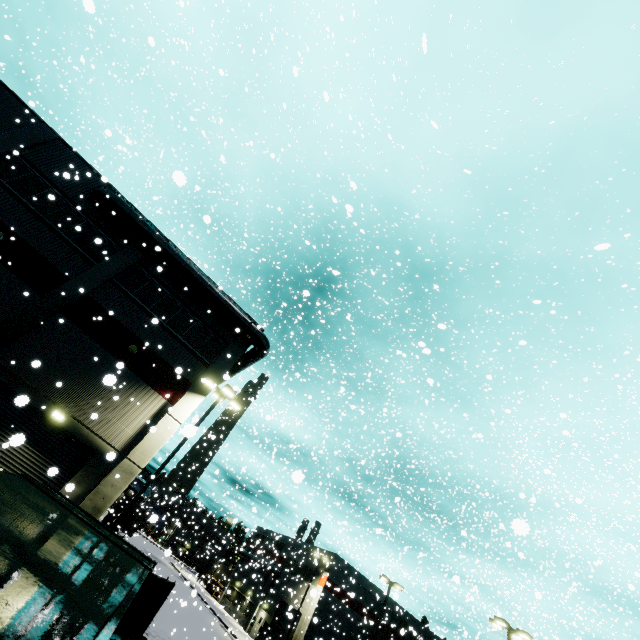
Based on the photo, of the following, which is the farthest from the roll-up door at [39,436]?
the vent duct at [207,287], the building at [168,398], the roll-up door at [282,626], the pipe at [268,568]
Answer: the pipe at [268,568]

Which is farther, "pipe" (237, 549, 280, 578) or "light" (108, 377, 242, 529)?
"pipe" (237, 549, 280, 578)

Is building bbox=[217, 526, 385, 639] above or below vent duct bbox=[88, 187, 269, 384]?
below

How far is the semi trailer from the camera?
36.06m

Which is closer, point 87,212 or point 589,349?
point 87,212

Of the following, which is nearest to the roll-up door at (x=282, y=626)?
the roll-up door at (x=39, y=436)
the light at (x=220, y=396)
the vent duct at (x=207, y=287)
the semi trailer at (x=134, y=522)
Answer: the semi trailer at (x=134, y=522)

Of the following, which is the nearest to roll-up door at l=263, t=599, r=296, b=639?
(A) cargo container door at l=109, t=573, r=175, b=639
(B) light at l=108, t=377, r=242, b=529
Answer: (B) light at l=108, t=377, r=242, b=529

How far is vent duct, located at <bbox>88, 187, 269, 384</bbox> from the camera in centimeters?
1761cm
